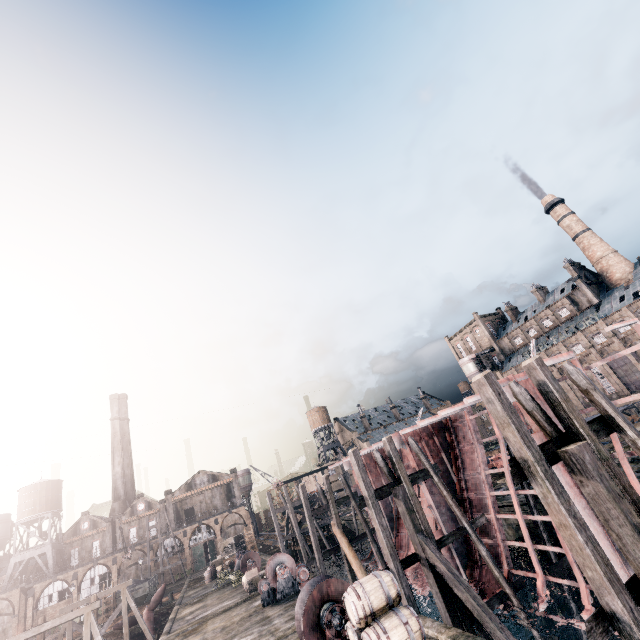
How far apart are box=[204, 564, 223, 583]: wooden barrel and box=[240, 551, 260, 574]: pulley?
13.92m

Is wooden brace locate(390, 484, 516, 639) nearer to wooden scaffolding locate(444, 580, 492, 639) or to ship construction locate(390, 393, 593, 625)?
wooden scaffolding locate(444, 580, 492, 639)

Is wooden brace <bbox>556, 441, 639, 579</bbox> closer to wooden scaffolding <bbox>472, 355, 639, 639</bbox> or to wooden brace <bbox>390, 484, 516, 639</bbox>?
wooden scaffolding <bbox>472, 355, 639, 639</bbox>

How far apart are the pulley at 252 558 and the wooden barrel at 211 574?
13.92m

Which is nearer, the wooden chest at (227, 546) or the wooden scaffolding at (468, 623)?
the wooden scaffolding at (468, 623)

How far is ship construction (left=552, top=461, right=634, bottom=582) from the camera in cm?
1105

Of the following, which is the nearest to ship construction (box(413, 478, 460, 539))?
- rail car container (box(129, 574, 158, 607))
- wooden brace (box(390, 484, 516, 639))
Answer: wooden brace (box(390, 484, 516, 639))

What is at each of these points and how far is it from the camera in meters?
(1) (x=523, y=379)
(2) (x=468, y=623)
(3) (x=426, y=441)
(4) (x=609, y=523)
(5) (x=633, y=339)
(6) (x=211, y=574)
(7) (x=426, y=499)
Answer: (1) ship construction, 14.4
(2) wooden scaffolding, 13.0
(3) ship construction, 22.3
(4) wooden brace, 6.8
(5) building, 59.0
(6) wooden barrel, 41.5
(7) ship construction, 20.5
